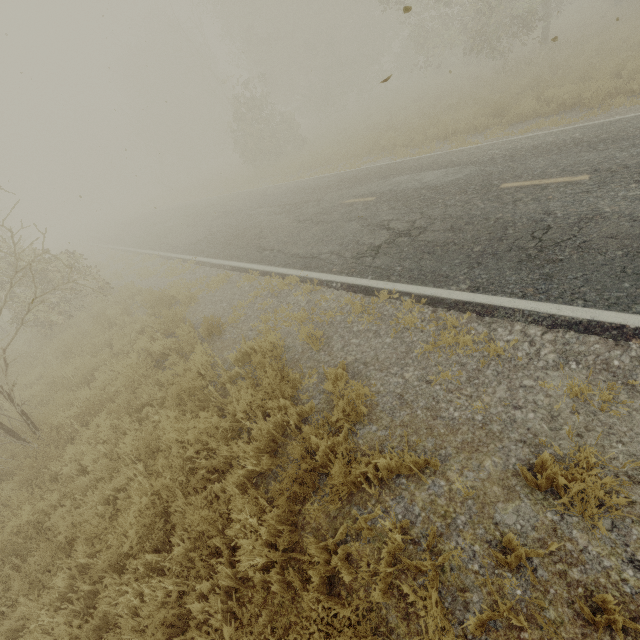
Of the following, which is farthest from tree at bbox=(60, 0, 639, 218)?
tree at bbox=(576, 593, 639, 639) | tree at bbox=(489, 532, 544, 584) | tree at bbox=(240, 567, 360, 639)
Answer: tree at bbox=(576, 593, 639, 639)

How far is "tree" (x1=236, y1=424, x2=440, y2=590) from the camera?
3.1 meters

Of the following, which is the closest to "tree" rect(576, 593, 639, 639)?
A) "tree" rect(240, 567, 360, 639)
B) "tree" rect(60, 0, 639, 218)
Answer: "tree" rect(240, 567, 360, 639)

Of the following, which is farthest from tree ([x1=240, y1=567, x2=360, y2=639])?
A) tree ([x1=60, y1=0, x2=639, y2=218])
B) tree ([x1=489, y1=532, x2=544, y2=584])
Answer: tree ([x1=60, y1=0, x2=639, y2=218])

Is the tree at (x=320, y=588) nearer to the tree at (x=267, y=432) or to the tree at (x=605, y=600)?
the tree at (x=605, y=600)

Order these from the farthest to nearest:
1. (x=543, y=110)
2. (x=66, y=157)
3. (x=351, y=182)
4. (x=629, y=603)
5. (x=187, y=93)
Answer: (x=66, y=157), (x=187, y=93), (x=351, y=182), (x=543, y=110), (x=629, y=603)

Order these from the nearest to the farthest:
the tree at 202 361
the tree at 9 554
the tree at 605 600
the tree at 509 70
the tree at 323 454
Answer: the tree at 605 600
the tree at 323 454
the tree at 9 554
the tree at 202 361
the tree at 509 70
